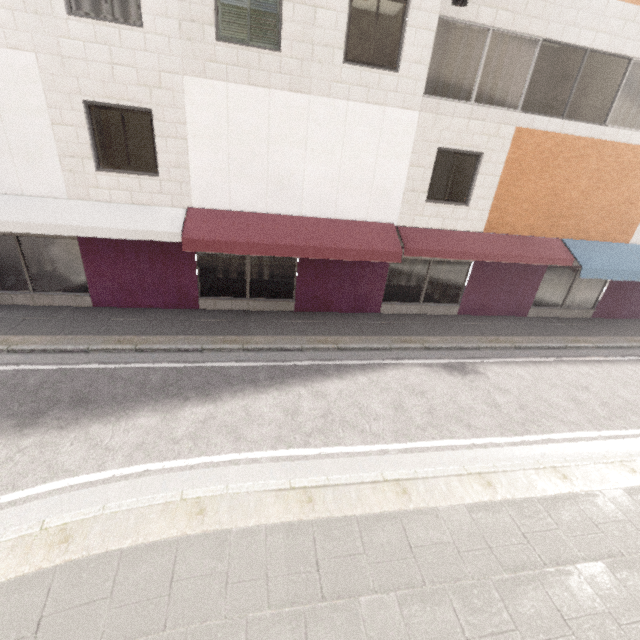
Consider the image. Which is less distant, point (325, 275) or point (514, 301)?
point (325, 275)
